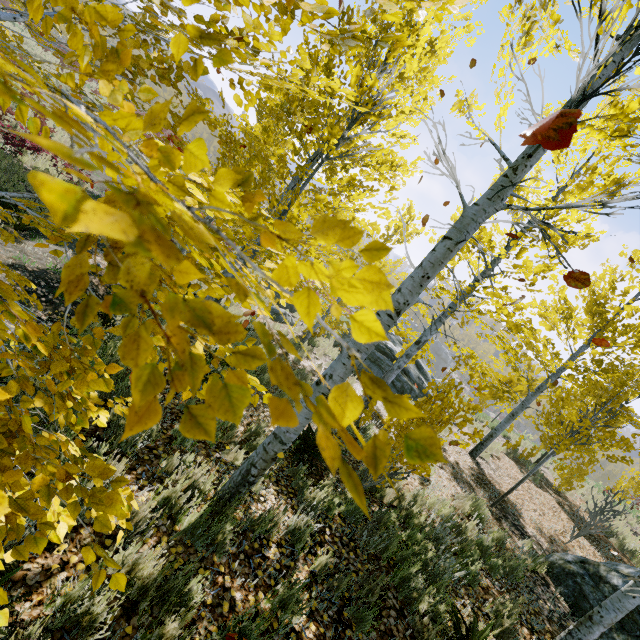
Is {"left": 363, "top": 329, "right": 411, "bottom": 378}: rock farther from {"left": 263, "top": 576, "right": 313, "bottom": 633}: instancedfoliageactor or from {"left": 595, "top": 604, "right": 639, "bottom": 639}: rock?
{"left": 595, "top": 604, "right": 639, "bottom": 639}: rock

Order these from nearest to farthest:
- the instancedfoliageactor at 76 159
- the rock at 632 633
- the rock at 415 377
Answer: the instancedfoliageactor at 76 159, the rock at 632 633, the rock at 415 377

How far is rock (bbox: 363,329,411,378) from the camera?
13.89m

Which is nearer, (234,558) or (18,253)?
(234,558)

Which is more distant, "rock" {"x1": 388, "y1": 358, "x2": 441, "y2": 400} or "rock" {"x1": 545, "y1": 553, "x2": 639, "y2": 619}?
"rock" {"x1": 388, "y1": 358, "x2": 441, "y2": 400}

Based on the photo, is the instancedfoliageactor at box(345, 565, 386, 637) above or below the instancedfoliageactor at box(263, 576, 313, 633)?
above

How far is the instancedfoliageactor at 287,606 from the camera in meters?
2.6 m

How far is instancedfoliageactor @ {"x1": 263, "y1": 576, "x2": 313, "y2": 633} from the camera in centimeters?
263cm
